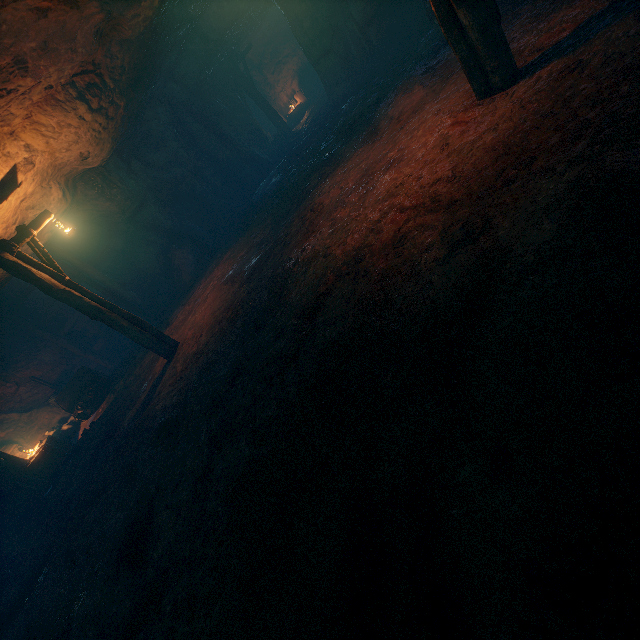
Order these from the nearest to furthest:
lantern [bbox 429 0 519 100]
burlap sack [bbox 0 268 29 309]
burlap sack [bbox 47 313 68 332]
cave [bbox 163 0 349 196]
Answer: lantern [bbox 429 0 519 100] → burlap sack [bbox 0 268 29 309] → cave [bbox 163 0 349 196] → burlap sack [bbox 47 313 68 332]

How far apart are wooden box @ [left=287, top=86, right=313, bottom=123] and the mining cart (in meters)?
18.57

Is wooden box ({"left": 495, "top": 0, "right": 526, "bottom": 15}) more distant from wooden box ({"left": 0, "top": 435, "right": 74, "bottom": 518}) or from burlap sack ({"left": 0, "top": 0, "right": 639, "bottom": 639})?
Result: wooden box ({"left": 0, "top": 435, "right": 74, "bottom": 518})

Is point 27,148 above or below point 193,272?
above

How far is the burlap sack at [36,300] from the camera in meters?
13.0 m

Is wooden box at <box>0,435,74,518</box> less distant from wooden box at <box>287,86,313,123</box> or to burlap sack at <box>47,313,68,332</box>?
burlap sack at <box>47,313,68,332</box>

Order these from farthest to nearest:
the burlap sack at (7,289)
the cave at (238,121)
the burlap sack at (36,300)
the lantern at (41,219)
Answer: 1. the burlap sack at (36,300)
2. the cave at (238,121)
3. the burlap sack at (7,289)
4. the lantern at (41,219)

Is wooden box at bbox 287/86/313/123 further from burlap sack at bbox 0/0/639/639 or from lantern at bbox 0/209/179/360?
lantern at bbox 0/209/179/360
